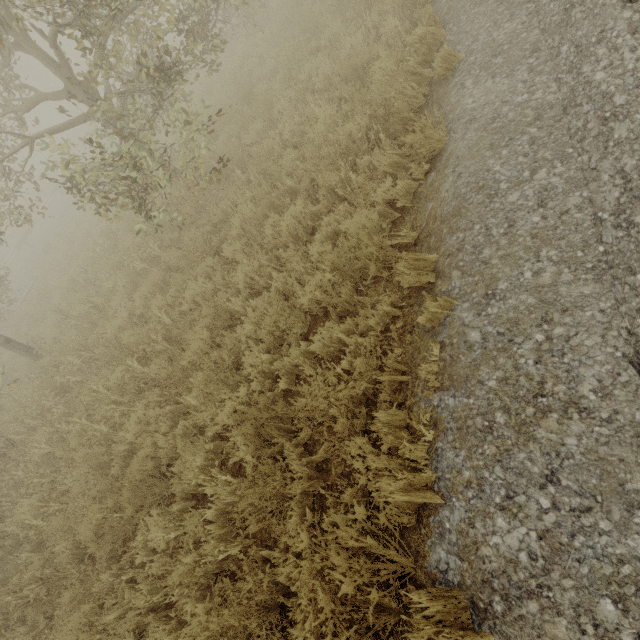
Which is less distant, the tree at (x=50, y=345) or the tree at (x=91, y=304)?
the tree at (x=50, y=345)

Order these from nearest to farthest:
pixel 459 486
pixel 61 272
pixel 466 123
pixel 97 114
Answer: pixel 459 486, pixel 466 123, pixel 97 114, pixel 61 272

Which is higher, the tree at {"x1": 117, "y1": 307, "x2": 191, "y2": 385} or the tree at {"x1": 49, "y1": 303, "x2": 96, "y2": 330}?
the tree at {"x1": 49, "y1": 303, "x2": 96, "y2": 330}

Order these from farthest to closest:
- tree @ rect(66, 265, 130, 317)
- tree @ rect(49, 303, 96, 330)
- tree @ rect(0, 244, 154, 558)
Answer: tree @ rect(49, 303, 96, 330) < tree @ rect(66, 265, 130, 317) < tree @ rect(0, 244, 154, 558)

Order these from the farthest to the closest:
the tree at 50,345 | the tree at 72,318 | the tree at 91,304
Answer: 1. the tree at 72,318
2. the tree at 91,304
3. the tree at 50,345

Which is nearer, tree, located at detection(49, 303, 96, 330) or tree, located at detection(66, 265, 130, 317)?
tree, located at detection(66, 265, 130, 317)
